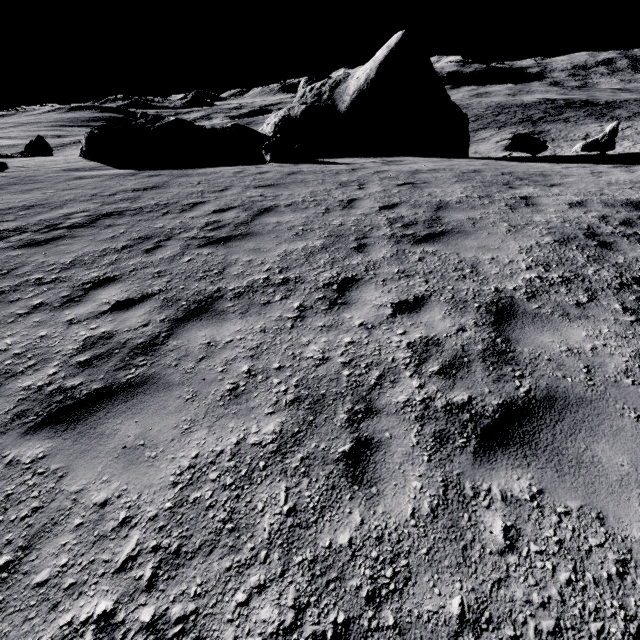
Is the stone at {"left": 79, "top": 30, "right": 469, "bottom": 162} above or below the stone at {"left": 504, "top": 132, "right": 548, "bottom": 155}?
above

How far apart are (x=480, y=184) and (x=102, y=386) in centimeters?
996cm

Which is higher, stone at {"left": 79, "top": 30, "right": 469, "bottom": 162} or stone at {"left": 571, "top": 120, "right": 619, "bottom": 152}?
stone at {"left": 79, "top": 30, "right": 469, "bottom": 162}

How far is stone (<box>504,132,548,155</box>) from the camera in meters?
16.7 m

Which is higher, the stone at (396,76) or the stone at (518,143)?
the stone at (396,76)

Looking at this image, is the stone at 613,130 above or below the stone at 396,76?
below

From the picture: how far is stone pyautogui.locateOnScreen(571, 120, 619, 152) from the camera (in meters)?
16.92
